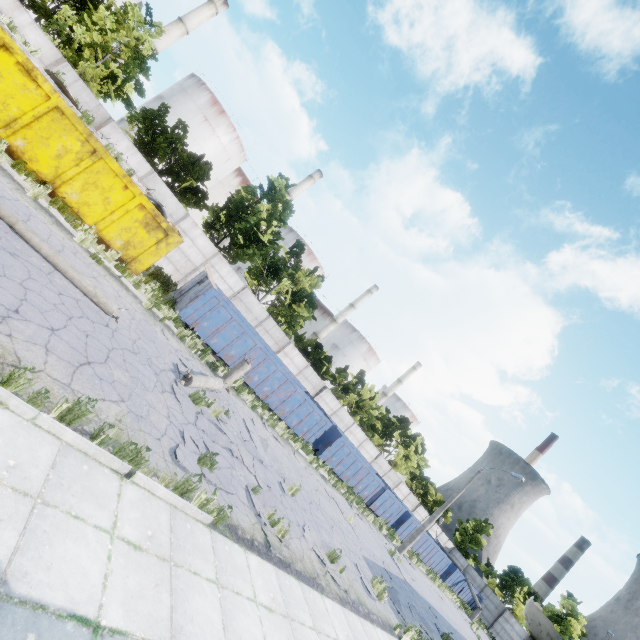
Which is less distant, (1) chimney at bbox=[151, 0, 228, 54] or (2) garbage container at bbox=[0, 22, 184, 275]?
(2) garbage container at bbox=[0, 22, 184, 275]

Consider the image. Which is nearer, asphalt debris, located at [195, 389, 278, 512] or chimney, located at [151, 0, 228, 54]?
asphalt debris, located at [195, 389, 278, 512]

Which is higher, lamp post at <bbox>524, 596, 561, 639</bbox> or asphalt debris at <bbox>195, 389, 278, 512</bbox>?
lamp post at <bbox>524, 596, 561, 639</bbox>

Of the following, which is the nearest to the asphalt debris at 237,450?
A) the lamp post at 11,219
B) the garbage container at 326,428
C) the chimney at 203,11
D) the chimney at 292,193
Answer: the lamp post at 11,219

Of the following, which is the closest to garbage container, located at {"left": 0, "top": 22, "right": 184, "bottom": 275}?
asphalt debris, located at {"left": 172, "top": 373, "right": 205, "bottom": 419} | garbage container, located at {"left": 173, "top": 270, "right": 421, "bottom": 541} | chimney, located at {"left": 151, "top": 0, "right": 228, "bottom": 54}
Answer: garbage container, located at {"left": 173, "top": 270, "right": 421, "bottom": 541}

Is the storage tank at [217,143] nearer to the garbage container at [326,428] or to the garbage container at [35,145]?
the garbage container at [35,145]

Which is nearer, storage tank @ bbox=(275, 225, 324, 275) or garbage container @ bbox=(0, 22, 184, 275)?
garbage container @ bbox=(0, 22, 184, 275)

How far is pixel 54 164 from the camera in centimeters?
1129cm
